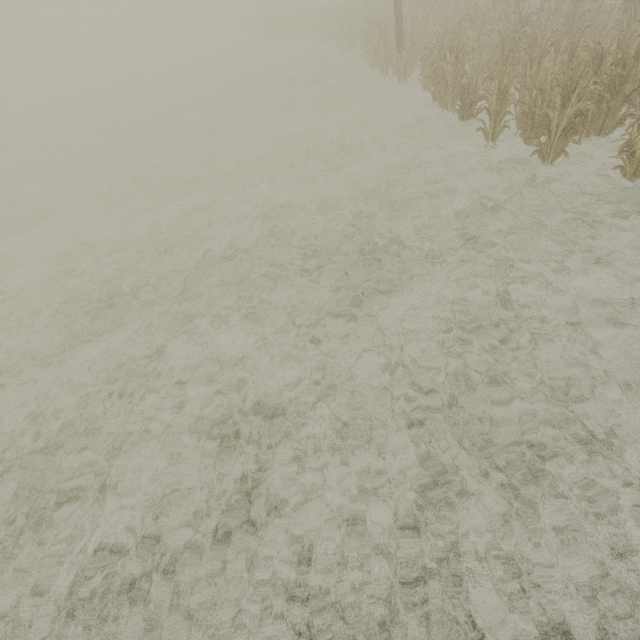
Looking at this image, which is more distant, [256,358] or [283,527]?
[256,358]
